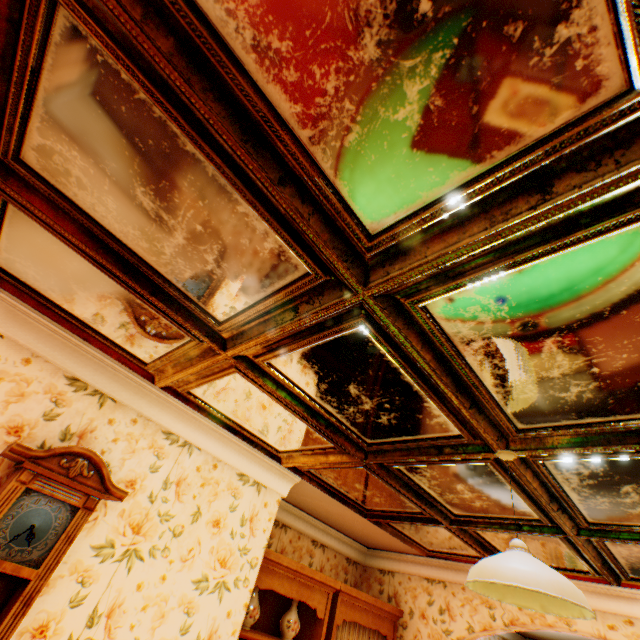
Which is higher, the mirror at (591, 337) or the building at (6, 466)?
the mirror at (591, 337)

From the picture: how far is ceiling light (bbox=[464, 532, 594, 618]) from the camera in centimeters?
129cm

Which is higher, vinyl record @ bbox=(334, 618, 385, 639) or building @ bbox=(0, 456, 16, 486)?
building @ bbox=(0, 456, 16, 486)

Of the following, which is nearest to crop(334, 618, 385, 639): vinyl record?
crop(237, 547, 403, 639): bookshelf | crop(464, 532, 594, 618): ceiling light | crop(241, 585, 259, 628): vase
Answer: crop(237, 547, 403, 639): bookshelf

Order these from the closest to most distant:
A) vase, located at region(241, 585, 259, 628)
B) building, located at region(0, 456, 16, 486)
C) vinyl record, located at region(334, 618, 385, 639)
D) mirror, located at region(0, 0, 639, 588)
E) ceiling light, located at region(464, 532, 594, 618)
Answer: mirror, located at region(0, 0, 639, 588), ceiling light, located at region(464, 532, 594, 618), building, located at region(0, 456, 16, 486), vase, located at region(241, 585, 259, 628), vinyl record, located at region(334, 618, 385, 639)

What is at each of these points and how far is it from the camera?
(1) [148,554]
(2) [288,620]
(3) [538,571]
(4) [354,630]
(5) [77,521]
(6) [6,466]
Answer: (1) building, 2.3m
(2) vase, 3.4m
(3) ceiling light, 1.3m
(4) vinyl record, 3.9m
(5) wall clock, 1.8m
(6) building, 1.9m

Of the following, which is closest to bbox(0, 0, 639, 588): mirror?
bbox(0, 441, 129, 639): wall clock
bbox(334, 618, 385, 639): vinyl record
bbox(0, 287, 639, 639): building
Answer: bbox(0, 287, 639, 639): building

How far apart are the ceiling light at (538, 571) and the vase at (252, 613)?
2.6m
